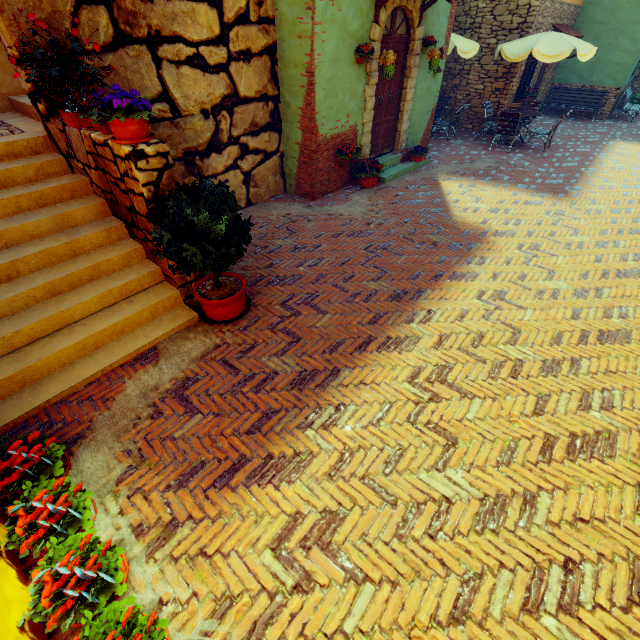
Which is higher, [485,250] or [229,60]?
[229,60]

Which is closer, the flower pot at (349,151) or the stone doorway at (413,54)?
the stone doorway at (413,54)

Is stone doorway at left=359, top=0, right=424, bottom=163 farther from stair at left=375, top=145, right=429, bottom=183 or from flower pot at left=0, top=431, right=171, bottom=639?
flower pot at left=0, top=431, right=171, bottom=639

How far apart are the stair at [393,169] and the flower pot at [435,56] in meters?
1.8

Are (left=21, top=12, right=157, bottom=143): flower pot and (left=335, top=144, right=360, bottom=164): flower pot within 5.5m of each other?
yes

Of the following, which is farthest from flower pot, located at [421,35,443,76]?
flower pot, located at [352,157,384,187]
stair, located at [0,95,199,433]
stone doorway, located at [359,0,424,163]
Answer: stair, located at [0,95,199,433]

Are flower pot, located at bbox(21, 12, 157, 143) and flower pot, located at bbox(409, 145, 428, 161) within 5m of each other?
no

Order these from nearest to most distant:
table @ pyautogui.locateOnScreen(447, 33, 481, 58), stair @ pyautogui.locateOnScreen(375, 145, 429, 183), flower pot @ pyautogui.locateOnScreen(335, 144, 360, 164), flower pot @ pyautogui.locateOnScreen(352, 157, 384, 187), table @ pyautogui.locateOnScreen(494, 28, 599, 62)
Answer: flower pot @ pyautogui.locateOnScreen(335, 144, 360, 164)
flower pot @ pyautogui.locateOnScreen(352, 157, 384, 187)
stair @ pyautogui.locateOnScreen(375, 145, 429, 183)
table @ pyautogui.locateOnScreen(494, 28, 599, 62)
table @ pyautogui.locateOnScreen(447, 33, 481, 58)
